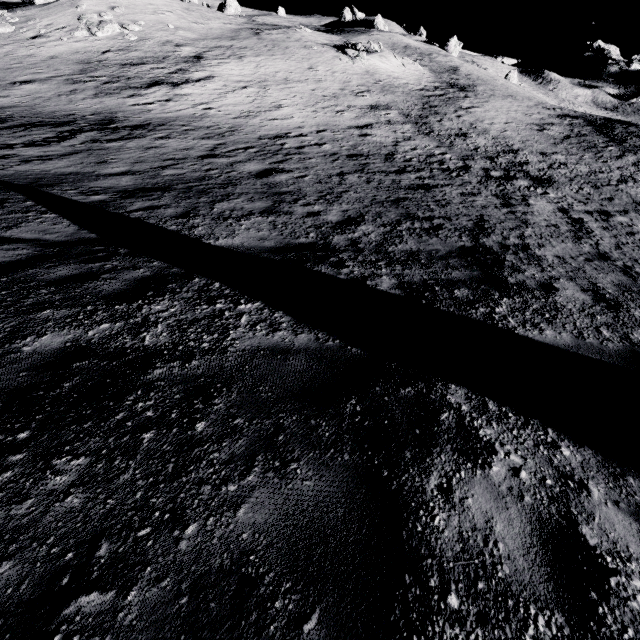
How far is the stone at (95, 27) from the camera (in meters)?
25.62

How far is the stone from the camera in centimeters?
2562cm

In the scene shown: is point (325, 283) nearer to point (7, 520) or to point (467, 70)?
point (7, 520)
